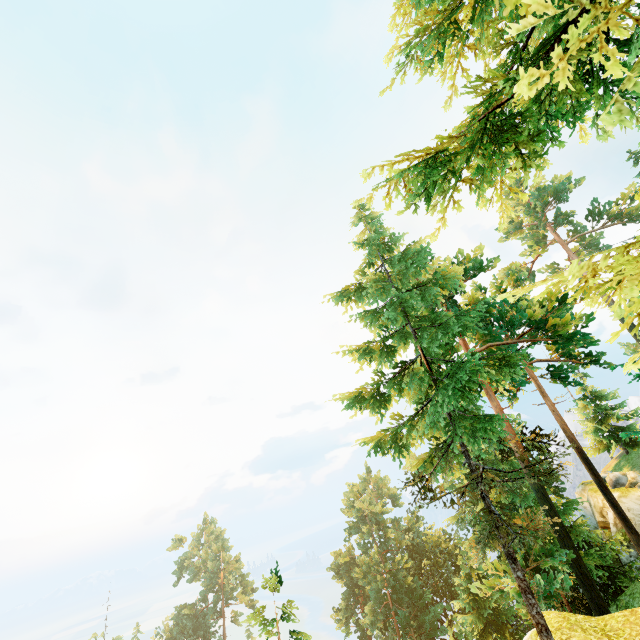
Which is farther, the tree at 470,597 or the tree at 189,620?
the tree at 189,620

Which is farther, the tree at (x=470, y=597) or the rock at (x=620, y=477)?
the rock at (x=620, y=477)

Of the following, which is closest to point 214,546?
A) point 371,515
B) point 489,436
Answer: point 371,515

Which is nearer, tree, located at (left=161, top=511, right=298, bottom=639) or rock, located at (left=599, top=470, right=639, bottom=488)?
tree, located at (left=161, top=511, right=298, bottom=639)

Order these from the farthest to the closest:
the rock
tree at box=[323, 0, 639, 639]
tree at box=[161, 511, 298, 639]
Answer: the rock
tree at box=[161, 511, 298, 639]
tree at box=[323, 0, 639, 639]

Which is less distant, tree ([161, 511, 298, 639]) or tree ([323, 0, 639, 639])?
tree ([323, 0, 639, 639])
